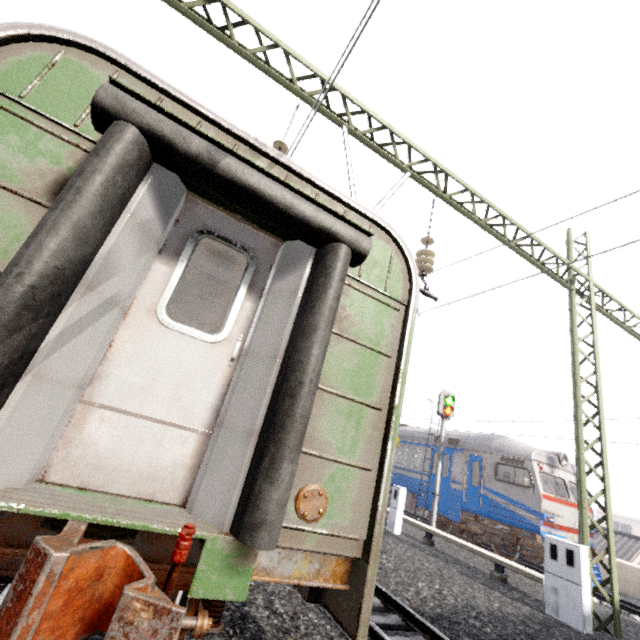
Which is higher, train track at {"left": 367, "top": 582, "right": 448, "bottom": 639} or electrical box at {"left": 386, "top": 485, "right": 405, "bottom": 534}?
electrical box at {"left": 386, "top": 485, "right": 405, "bottom": 534}

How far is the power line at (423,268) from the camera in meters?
6.5

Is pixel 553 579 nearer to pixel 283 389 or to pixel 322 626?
pixel 322 626

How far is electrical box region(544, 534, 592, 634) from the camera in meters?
6.2

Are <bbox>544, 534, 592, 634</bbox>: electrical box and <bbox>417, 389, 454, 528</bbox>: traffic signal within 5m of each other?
no

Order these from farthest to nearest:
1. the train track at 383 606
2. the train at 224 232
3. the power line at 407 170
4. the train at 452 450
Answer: →
1. the train at 452 450
2. the power line at 407 170
3. the train track at 383 606
4. the train at 224 232

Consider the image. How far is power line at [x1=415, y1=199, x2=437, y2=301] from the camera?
6.5m

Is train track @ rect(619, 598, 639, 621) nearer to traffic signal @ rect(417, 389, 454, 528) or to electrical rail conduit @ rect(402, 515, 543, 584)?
traffic signal @ rect(417, 389, 454, 528)
